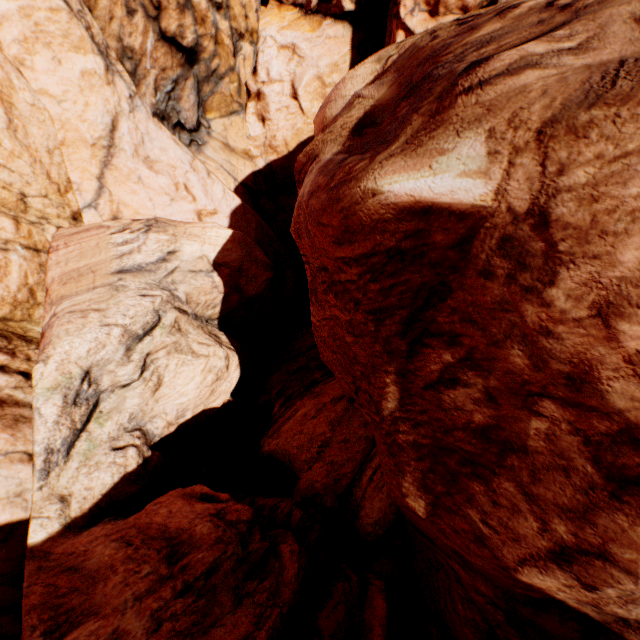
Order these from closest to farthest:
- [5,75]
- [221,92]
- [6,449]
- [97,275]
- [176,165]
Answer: [6,449], [97,275], [5,75], [176,165], [221,92]
